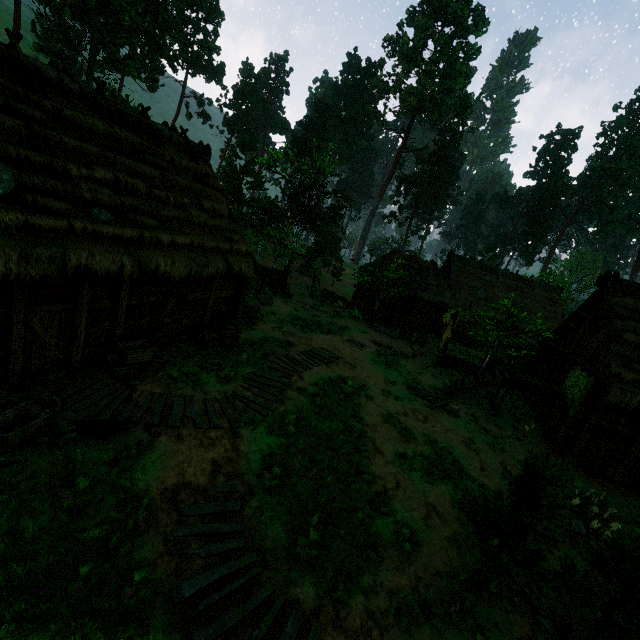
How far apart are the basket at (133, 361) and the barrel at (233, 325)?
1.9m

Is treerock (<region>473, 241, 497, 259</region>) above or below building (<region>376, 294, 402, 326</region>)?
above

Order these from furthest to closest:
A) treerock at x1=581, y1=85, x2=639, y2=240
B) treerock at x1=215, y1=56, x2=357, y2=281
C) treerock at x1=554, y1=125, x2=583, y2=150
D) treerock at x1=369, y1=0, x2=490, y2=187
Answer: treerock at x1=554, y1=125, x2=583, y2=150
treerock at x1=581, y1=85, x2=639, y2=240
treerock at x1=369, y1=0, x2=490, y2=187
treerock at x1=215, y1=56, x2=357, y2=281

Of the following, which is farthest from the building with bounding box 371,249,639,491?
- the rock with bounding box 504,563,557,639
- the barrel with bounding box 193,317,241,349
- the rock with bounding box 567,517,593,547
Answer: the rock with bounding box 504,563,557,639

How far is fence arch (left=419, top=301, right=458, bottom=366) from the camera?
20.30m

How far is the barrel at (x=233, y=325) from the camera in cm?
1305

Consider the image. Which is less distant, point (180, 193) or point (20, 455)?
point (20, 455)

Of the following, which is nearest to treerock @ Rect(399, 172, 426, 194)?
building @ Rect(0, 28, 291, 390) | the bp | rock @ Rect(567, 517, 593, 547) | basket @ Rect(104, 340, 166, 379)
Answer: building @ Rect(0, 28, 291, 390)
